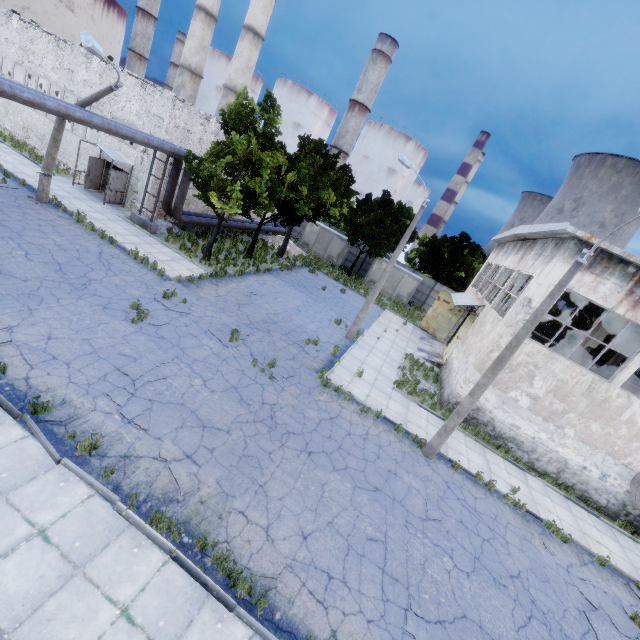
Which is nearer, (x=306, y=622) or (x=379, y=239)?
(x=306, y=622)

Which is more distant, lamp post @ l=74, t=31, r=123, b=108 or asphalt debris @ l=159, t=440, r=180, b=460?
lamp post @ l=74, t=31, r=123, b=108

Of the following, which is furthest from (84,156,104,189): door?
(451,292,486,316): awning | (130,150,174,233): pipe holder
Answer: (451,292,486,316): awning

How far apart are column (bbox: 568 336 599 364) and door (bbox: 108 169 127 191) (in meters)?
28.83

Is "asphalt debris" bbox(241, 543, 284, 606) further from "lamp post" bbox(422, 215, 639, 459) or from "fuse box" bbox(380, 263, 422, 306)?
"fuse box" bbox(380, 263, 422, 306)

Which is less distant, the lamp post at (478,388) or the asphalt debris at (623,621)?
the asphalt debris at (623,621)

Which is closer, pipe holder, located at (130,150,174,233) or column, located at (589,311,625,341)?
column, located at (589,311,625,341)

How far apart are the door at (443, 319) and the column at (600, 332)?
9.7 meters
